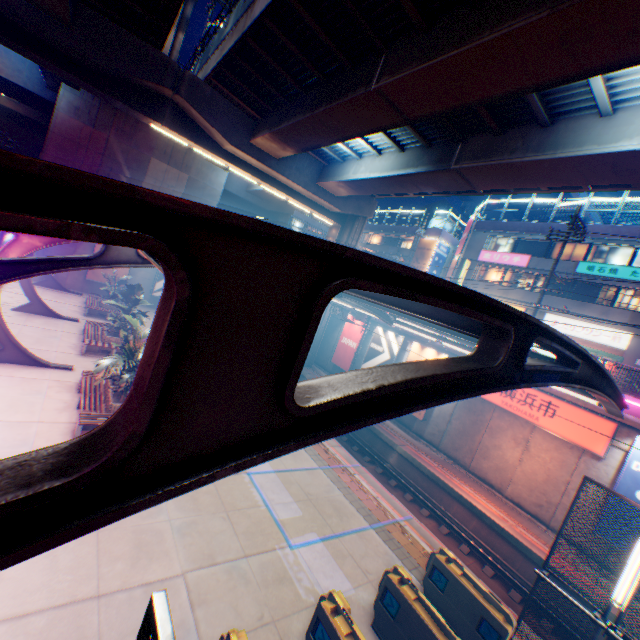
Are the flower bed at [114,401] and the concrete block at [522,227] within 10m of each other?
no

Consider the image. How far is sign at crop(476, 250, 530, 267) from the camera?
28.20m

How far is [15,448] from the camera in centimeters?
844cm

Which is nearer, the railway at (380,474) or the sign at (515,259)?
the railway at (380,474)

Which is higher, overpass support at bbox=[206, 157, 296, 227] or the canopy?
overpass support at bbox=[206, 157, 296, 227]

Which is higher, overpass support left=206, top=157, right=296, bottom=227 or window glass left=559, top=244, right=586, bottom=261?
window glass left=559, top=244, right=586, bottom=261

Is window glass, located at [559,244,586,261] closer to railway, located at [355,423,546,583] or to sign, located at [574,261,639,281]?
sign, located at [574,261,639,281]

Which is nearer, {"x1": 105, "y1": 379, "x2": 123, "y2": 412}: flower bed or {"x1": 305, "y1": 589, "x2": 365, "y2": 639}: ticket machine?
{"x1": 305, "y1": 589, "x2": 365, "y2": 639}: ticket machine
